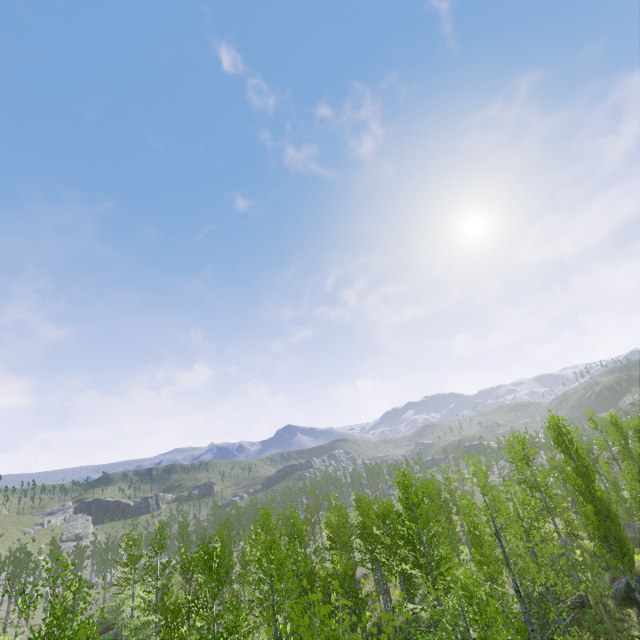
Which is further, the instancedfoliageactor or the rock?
the rock

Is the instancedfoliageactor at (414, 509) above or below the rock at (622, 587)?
above

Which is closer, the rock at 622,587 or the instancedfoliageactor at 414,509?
the instancedfoliageactor at 414,509

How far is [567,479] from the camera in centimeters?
3669cm

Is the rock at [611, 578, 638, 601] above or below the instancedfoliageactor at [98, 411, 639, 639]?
below
